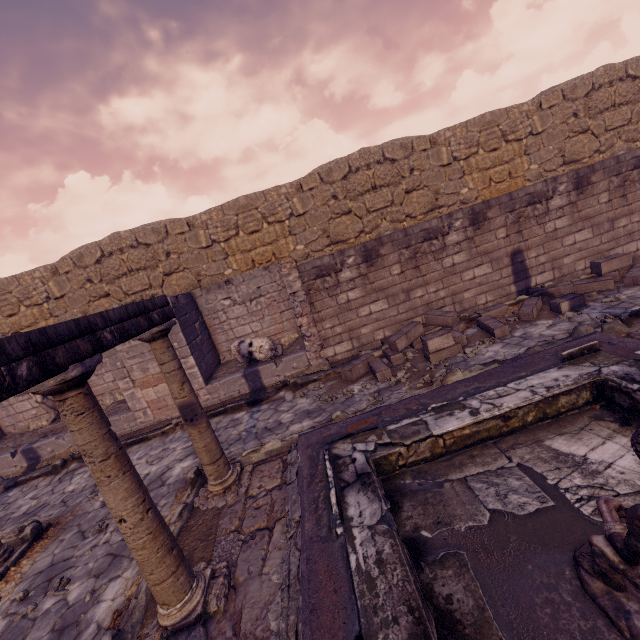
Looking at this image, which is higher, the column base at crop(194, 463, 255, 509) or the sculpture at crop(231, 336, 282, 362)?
the sculpture at crop(231, 336, 282, 362)

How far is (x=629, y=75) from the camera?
9.96m

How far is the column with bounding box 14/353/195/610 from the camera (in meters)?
2.43

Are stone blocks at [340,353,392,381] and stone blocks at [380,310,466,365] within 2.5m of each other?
yes

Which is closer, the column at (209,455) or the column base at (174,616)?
the column base at (174,616)

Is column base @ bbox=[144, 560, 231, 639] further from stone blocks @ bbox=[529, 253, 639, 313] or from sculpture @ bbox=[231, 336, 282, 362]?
stone blocks @ bbox=[529, 253, 639, 313]

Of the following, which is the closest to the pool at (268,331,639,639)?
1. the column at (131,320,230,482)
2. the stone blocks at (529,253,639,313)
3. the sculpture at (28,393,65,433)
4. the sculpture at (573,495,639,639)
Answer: the sculpture at (573,495,639,639)

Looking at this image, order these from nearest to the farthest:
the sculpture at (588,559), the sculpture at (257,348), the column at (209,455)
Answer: the sculpture at (588,559) < the column at (209,455) < the sculpture at (257,348)
